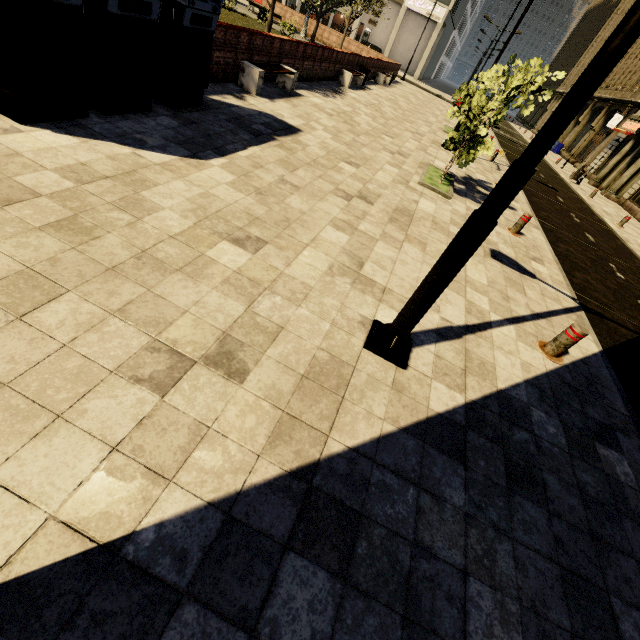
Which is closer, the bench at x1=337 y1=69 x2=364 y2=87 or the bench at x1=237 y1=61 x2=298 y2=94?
the bench at x1=237 y1=61 x2=298 y2=94

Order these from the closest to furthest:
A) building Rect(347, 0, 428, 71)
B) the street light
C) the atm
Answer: the street light < the atm < building Rect(347, 0, 428, 71)

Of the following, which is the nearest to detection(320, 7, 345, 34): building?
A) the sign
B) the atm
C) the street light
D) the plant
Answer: the sign

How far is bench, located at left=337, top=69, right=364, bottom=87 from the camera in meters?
15.9

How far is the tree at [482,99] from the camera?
7.3m

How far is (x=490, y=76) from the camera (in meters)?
8.70

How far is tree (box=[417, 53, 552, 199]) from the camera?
7.3m

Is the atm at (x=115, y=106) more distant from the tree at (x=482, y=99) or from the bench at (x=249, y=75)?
the tree at (x=482, y=99)
